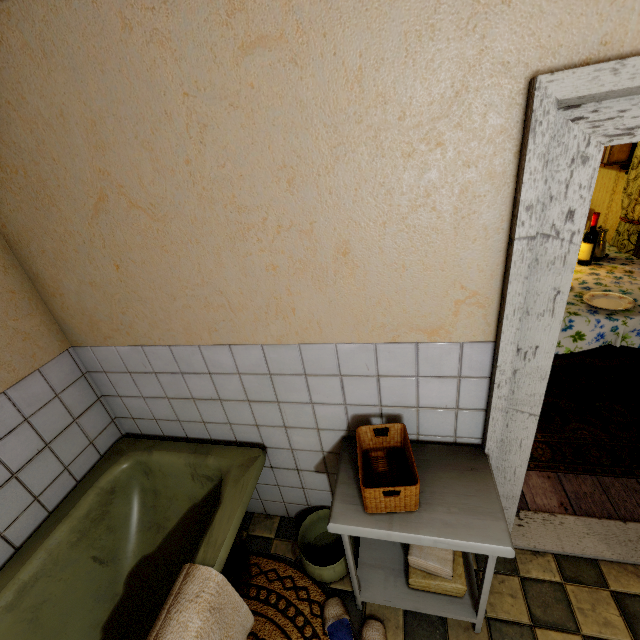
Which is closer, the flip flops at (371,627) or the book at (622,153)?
the flip flops at (371,627)

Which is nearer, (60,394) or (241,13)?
(241,13)

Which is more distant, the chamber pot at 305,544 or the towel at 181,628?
the chamber pot at 305,544

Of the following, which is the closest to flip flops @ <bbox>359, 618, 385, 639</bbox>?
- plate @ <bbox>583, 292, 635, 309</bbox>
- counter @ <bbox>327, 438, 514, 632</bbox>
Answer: counter @ <bbox>327, 438, 514, 632</bbox>

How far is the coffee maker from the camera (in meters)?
2.97

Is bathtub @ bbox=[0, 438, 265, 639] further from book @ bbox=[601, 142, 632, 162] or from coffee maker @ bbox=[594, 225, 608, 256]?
book @ bbox=[601, 142, 632, 162]

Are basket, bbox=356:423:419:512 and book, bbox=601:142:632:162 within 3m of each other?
no

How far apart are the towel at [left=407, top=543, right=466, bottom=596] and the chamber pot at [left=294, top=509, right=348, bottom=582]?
0.4m
